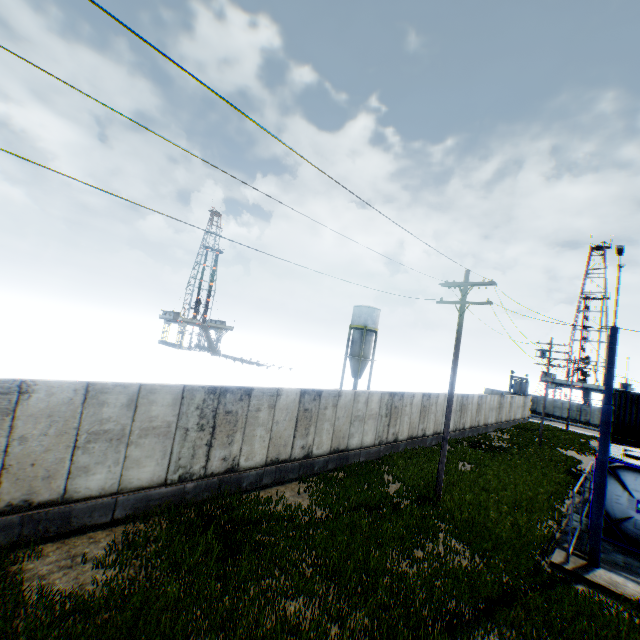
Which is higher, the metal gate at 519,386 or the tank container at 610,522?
the metal gate at 519,386

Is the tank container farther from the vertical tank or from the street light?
the vertical tank

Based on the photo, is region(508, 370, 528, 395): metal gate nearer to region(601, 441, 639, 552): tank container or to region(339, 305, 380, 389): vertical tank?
region(339, 305, 380, 389): vertical tank

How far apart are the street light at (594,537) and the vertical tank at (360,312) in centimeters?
3454cm

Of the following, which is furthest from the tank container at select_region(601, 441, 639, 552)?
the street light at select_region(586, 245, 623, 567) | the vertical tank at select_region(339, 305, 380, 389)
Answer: the vertical tank at select_region(339, 305, 380, 389)

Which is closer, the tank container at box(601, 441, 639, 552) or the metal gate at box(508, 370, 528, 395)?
the tank container at box(601, 441, 639, 552)

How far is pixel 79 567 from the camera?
7.02m

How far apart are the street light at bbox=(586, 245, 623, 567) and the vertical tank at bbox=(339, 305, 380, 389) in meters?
34.5
